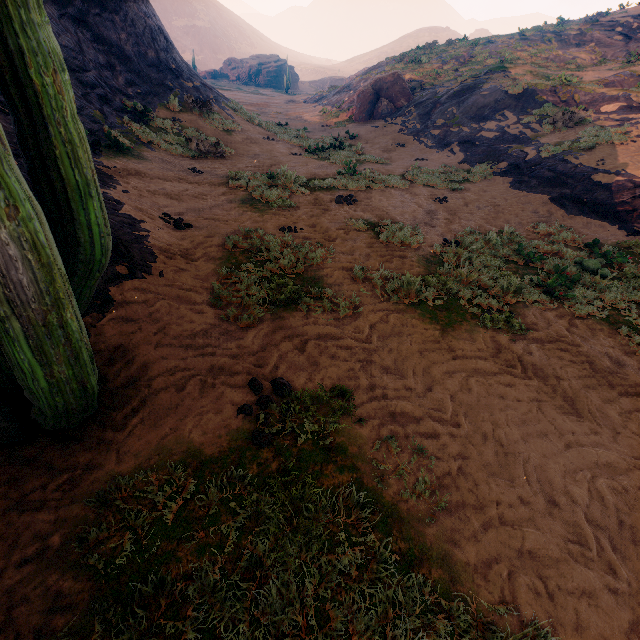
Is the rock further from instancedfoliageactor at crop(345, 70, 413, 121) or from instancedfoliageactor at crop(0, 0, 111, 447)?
instancedfoliageactor at crop(0, 0, 111, 447)

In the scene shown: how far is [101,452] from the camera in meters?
2.5

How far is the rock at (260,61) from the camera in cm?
5803

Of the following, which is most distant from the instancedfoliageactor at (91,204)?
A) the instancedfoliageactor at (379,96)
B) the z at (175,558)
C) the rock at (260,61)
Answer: the rock at (260,61)

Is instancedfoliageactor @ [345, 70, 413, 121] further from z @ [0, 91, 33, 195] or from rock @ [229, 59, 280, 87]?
rock @ [229, 59, 280, 87]

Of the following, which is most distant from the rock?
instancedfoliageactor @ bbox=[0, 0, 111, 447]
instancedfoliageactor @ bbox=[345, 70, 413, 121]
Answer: instancedfoliageactor @ bbox=[0, 0, 111, 447]

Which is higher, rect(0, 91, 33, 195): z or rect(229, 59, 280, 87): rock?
rect(0, 91, 33, 195): z
